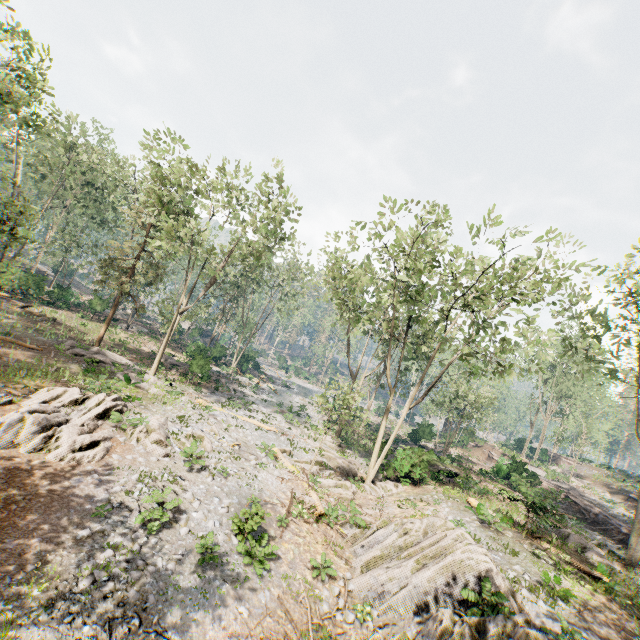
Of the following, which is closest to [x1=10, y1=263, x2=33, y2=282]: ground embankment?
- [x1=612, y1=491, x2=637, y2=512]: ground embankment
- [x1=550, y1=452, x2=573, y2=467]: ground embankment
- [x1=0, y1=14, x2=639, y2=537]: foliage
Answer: [x1=0, y1=14, x2=639, y2=537]: foliage

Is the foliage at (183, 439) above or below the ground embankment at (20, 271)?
below

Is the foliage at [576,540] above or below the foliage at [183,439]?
above

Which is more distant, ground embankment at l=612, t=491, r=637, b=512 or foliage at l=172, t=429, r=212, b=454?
ground embankment at l=612, t=491, r=637, b=512

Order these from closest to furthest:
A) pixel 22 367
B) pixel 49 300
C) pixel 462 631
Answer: pixel 462 631 → pixel 22 367 → pixel 49 300

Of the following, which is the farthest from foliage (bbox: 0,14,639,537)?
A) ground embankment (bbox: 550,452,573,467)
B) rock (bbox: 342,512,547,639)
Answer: ground embankment (bbox: 550,452,573,467)

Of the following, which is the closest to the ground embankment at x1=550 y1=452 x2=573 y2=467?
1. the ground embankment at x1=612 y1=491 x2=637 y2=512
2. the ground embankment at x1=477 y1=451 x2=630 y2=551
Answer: the ground embankment at x1=612 y1=491 x2=637 y2=512

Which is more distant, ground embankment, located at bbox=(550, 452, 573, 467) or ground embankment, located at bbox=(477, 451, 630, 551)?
ground embankment, located at bbox=(550, 452, 573, 467)
